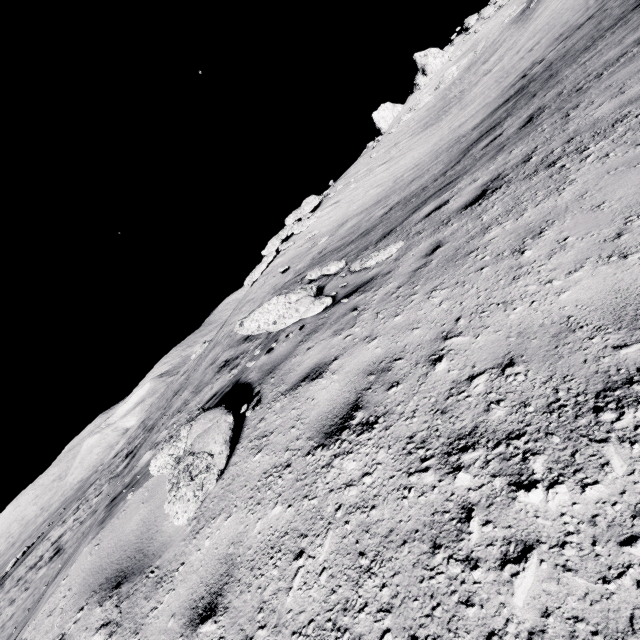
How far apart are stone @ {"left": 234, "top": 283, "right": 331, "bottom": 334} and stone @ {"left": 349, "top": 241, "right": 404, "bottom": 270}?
0.93m

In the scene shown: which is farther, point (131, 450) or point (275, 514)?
point (131, 450)

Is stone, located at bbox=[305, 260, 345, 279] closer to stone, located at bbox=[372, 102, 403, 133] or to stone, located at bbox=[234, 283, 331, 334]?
stone, located at bbox=[234, 283, 331, 334]

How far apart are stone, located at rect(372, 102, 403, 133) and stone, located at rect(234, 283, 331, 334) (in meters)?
39.05

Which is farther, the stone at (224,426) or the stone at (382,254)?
the stone at (382,254)

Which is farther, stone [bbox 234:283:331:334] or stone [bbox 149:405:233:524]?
stone [bbox 234:283:331:334]

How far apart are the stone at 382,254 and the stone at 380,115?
37.92m

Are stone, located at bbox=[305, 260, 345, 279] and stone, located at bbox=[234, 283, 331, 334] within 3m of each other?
yes
